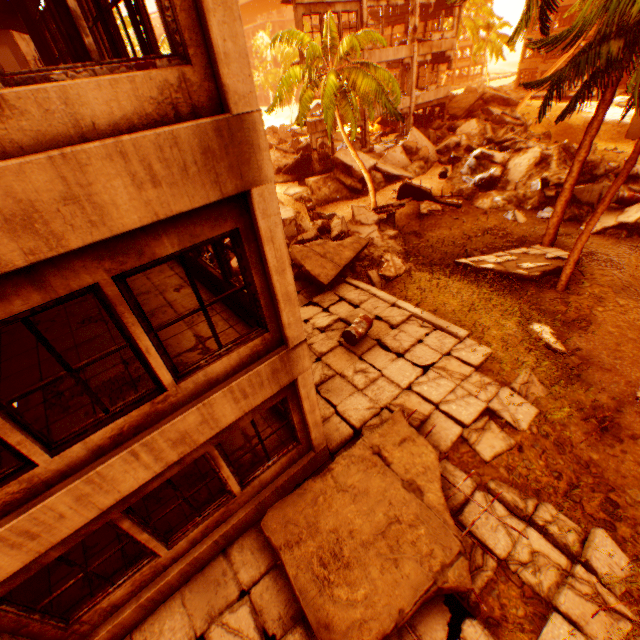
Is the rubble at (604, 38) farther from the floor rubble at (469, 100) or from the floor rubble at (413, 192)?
the floor rubble at (469, 100)

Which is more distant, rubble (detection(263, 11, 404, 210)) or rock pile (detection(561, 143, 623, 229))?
rock pile (detection(561, 143, 623, 229))

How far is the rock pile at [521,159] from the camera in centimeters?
1678cm

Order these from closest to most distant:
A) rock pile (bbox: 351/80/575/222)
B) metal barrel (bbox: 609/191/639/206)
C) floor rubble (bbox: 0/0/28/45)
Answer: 1. floor rubble (bbox: 0/0/28/45)
2. metal barrel (bbox: 609/191/639/206)
3. rock pile (bbox: 351/80/575/222)

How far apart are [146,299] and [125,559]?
4.7 meters

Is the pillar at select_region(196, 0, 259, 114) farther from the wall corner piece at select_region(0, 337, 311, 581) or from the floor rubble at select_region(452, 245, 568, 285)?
the floor rubble at select_region(452, 245, 568, 285)

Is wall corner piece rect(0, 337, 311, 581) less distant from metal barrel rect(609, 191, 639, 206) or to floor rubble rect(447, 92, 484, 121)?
metal barrel rect(609, 191, 639, 206)

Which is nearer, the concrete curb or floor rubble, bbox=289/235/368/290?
the concrete curb
